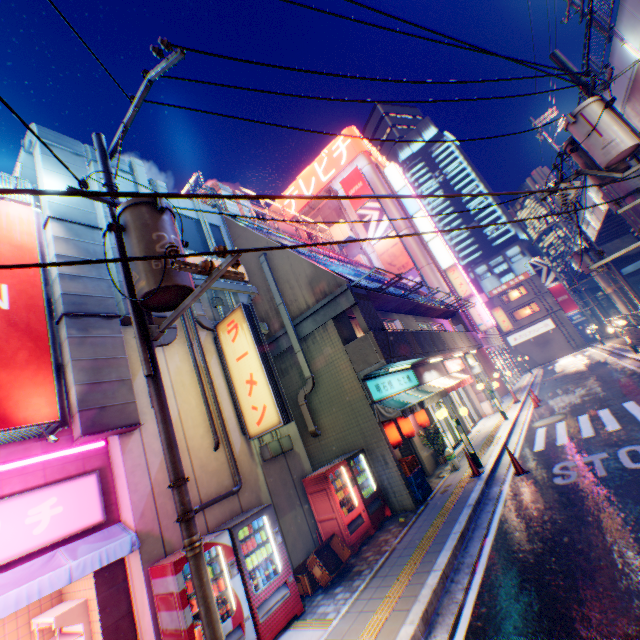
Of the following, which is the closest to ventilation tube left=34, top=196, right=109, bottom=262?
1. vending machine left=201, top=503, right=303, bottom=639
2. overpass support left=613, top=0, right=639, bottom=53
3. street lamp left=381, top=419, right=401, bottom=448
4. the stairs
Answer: vending machine left=201, top=503, right=303, bottom=639

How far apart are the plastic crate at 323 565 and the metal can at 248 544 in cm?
127

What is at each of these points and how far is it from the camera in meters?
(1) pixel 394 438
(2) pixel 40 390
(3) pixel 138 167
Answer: (1) street lamp, 10.7
(2) billboard, 5.7
(3) pipe, 10.2

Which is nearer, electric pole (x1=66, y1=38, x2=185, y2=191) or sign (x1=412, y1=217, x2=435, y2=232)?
electric pole (x1=66, y1=38, x2=185, y2=191)

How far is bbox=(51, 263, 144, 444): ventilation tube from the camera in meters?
6.0 m

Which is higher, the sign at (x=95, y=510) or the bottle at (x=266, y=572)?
the sign at (x=95, y=510)

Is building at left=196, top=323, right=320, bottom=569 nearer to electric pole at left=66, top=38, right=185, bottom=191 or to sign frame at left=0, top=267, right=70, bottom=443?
sign frame at left=0, top=267, right=70, bottom=443

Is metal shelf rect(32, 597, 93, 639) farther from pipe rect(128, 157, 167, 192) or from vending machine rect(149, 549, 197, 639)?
pipe rect(128, 157, 167, 192)
